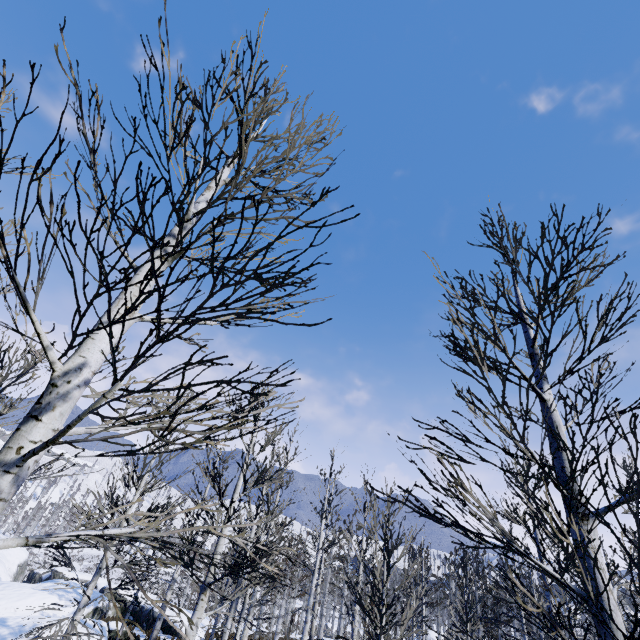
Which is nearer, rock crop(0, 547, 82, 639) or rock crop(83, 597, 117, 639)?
rock crop(0, 547, 82, 639)

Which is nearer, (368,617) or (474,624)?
(368,617)

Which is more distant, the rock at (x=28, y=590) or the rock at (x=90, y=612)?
the rock at (x=90, y=612)
